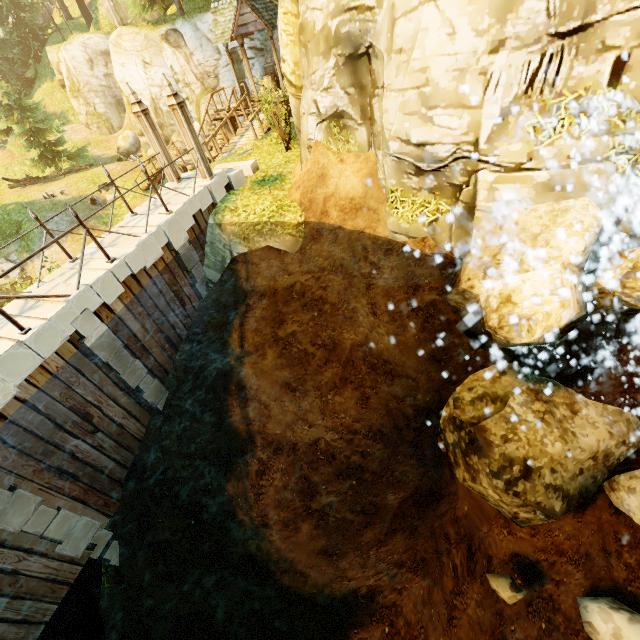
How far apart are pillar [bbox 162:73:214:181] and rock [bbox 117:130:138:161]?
23.5 meters

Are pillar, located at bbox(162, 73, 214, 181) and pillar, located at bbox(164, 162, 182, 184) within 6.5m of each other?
yes

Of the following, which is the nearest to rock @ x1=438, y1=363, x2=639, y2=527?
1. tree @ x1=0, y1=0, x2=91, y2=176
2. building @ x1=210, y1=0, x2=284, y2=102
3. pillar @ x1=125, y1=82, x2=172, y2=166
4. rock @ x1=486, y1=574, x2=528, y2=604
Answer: rock @ x1=486, y1=574, x2=528, y2=604

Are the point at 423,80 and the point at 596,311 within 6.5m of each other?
yes

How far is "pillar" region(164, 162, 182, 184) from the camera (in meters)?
10.40

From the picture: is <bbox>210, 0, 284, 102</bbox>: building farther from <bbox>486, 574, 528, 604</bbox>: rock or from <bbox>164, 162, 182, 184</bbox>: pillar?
<bbox>486, 574, 528, 604</bbox>: rock

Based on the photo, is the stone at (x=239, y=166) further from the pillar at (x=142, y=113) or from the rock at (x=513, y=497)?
the rock at (x=513, y=497)

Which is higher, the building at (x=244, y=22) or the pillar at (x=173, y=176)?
the building at (x=244, y=22)
